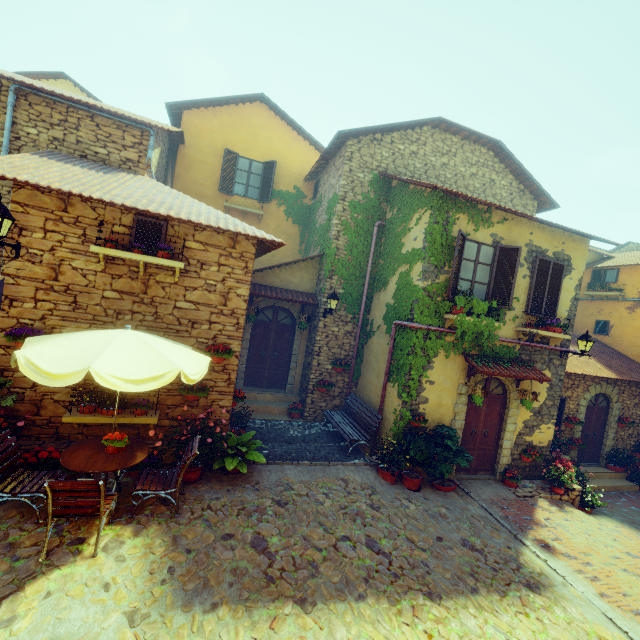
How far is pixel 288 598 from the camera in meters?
4.2 m

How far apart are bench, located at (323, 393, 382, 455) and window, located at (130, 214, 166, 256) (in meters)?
6.19

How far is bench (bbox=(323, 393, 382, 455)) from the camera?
8.4 meters

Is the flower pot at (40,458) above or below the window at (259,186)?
below

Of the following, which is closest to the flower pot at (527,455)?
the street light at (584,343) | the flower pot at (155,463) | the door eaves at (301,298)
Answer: the street light at (584,343)

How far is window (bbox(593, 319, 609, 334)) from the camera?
15.2 meters

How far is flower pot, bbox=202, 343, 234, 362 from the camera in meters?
6.7 m

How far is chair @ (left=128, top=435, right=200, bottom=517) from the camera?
4.98m
